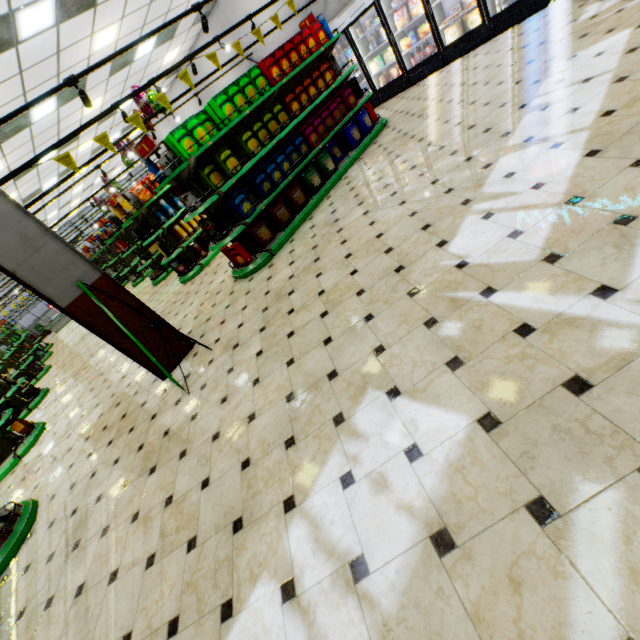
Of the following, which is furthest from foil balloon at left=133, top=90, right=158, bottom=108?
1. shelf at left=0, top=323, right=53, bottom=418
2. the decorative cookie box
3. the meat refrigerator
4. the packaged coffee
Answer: the meat refrigerator

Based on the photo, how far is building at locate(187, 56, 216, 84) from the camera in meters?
12.6 m

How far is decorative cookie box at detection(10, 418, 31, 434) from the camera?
6.6m

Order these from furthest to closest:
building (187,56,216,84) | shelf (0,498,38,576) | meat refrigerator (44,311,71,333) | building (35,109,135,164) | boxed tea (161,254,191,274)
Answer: meat refrigerator (44,311,71,333) → building (187,56,216,84) → building (35,109,135,164) → boxed tea (161,254,191,274) → shelf (0,498,38,576)

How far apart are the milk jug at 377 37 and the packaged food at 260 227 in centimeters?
427cm

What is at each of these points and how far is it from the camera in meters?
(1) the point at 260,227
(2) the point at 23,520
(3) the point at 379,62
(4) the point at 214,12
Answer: (1) packaged food, 5.7
(2) shelf, 4.0
(3) boxed frozen food, 8.6
(4) building, 10.9

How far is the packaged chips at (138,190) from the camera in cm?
752

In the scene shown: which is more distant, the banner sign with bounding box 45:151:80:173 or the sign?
the sign
